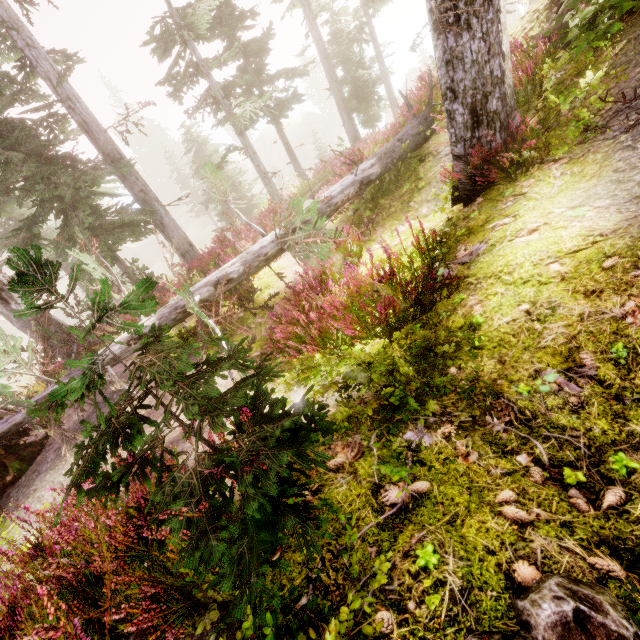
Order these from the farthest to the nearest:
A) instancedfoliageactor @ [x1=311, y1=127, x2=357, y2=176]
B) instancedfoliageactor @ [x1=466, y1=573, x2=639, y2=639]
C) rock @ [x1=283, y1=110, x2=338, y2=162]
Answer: rock @ [x1=283, y1=110, x2=338, y2=162], instancedfoliageactor @ [x1=311, y1=127, x2=357, y2=176], instancedfoliageactor @ [x1=466, y1=573, x2=639, y2=639]

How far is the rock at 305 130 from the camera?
54.5 meters

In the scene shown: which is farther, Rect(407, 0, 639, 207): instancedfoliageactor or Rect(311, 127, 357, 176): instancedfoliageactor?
Rect(311, 127, 357, 176): instancedfoliageactor

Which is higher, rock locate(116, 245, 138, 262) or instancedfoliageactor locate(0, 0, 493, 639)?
instancedfoliageactor locate(0, 0, 493, 639)

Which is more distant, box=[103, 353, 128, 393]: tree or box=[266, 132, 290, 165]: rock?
box=[266, 132, 290, 165]: rock

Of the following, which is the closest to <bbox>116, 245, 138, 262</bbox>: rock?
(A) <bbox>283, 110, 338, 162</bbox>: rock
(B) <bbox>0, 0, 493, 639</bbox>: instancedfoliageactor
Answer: (B) <bbox>0, 0, 493, 639</bbox>: instancedfoliageactor

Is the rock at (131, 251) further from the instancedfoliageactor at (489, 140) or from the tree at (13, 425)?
the tree at (13, 425)

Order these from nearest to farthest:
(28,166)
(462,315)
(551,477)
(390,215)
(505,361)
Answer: (551,477) → (505,361) → (462,315) → (390,215) → (28,166)
